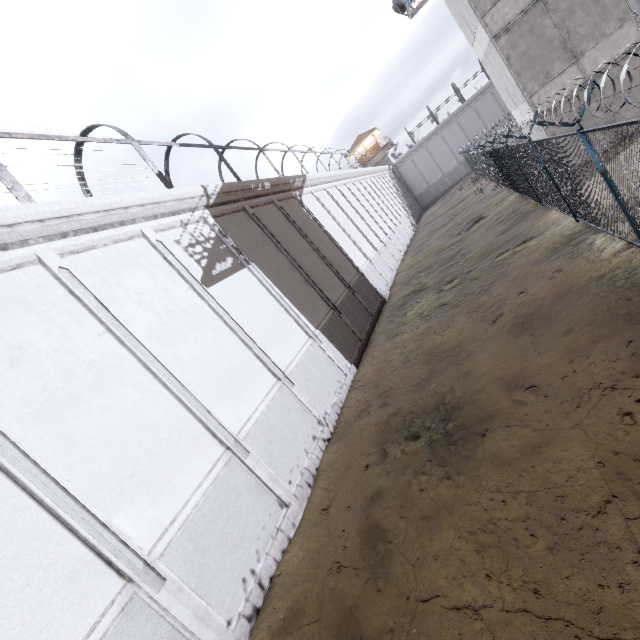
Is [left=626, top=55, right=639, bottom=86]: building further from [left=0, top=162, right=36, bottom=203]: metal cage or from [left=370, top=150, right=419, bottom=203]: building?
[left=370, top=150, right=419, bottom=203]: building

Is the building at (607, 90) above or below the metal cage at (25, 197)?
below

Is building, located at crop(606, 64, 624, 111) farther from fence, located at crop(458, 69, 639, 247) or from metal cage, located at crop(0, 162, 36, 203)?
metal cage, located at crop(0, 162, 36, 203)

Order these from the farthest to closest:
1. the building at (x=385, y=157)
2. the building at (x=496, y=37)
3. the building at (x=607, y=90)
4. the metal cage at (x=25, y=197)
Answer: the building at (x=385, y=157), the building at (x=607, y=90), the building at (x=496, y=37), the metal cage at (x=25, y=197)

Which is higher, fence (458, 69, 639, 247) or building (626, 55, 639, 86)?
building (626, 55, 639, 86)

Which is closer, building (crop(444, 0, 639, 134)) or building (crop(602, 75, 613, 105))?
building (crop(444, 0, 639, 134))

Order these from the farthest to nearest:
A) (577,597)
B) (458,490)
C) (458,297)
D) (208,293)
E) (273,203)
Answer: (273,203), (458,297), (208,293), (458,490), (577,597)
